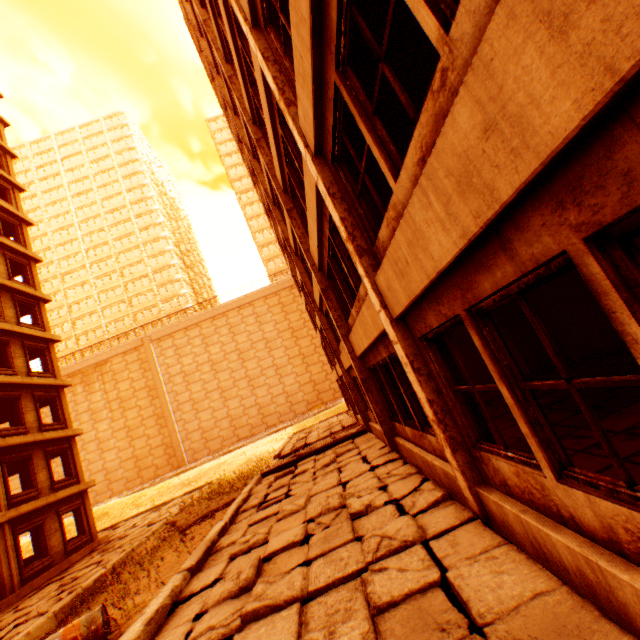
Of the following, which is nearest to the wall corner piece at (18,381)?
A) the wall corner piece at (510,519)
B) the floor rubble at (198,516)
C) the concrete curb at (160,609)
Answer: the wall corner piece at (510,519)

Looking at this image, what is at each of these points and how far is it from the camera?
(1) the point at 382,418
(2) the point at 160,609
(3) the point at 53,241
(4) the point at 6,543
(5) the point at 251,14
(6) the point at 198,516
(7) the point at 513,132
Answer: (1) pillar, 9.1 meters
(2) concrete curb, 5.1 meters
(3) building, 59.1 meters
(4) concrete pillar, 13.2 meters
(5) wall corner piece, 5.7 meters
(6) floor rubble, 12.6 meters
(7) wall corner piece, 1.6 meters

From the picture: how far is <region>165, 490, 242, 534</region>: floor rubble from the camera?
12.10m

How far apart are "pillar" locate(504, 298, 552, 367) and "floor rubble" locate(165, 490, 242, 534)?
11.77m

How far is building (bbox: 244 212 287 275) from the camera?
57.7 meters

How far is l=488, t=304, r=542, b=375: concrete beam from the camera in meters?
9.4 m

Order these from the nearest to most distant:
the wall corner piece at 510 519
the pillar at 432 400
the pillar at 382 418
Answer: the wall corner piece at 510 519
the pillar at 432 400
the pillar at 382 418

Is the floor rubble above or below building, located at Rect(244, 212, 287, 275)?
below
